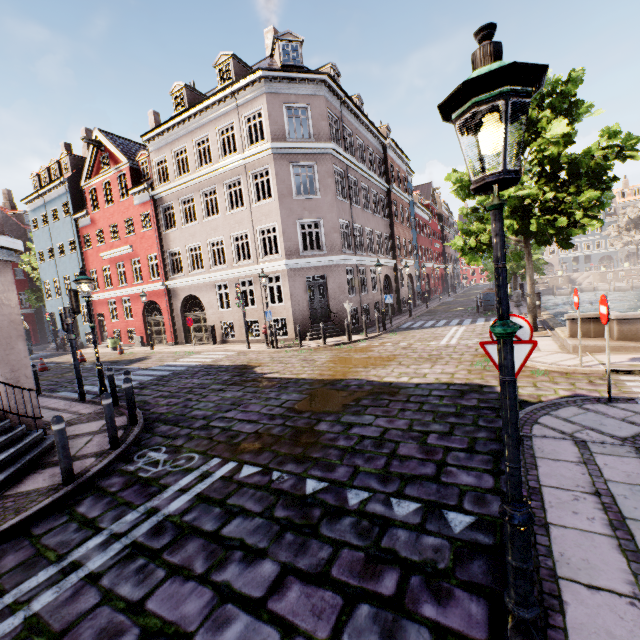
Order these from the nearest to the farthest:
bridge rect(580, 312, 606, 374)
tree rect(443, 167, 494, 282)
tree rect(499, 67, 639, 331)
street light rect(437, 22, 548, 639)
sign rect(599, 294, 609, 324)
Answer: street light rect(437, 22, 548, 639), sign rect(599, 294, 609, 324), bridge rect(580, 312, 606, 374), tree rect(499, 67, 639, 331), tree rect(443, 167, 494, 282)

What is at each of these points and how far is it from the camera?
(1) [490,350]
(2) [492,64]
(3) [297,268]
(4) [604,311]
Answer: (1) sign, 3.37m
(2) street light, 1.64m
(3) building, 17.44m
(4) sign, 5.68m

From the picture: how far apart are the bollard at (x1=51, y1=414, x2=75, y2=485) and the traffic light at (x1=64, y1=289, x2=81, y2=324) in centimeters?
620cm

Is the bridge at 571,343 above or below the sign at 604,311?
below

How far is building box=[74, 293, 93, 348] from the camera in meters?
27.3

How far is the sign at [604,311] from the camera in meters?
5.5

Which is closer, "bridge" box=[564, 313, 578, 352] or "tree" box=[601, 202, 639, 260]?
"bridge" box=[564, 313, 578, 352]

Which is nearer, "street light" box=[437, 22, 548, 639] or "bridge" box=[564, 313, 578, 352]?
"street light" box=[437, 22, 548, 639]
